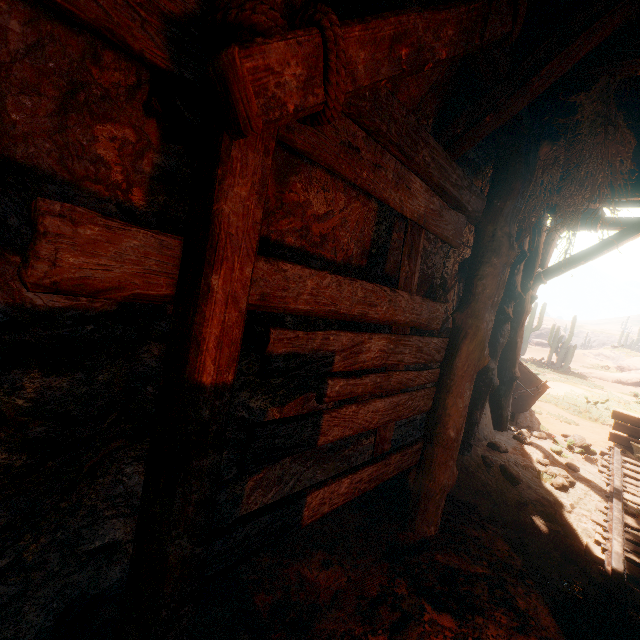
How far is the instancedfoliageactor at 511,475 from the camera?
4.4m

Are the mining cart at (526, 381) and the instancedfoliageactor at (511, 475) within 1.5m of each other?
no

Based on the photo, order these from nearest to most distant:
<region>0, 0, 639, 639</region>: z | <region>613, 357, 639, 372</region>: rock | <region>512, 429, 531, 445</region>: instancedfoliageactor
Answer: <region>0, 0, 639, 639</region>: z
<region>512, 429, 531, 445</region>: instancedfoliageactor
<region>613, 357, 639, 372</region>: rock

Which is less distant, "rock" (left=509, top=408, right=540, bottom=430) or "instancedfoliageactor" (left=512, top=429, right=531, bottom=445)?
"instancedfoliageactor" (left=512, top=429, right=531, bottom=445)

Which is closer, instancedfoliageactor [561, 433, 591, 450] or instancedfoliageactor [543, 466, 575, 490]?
instancedfoliageactor [543, 466, 575, 490]

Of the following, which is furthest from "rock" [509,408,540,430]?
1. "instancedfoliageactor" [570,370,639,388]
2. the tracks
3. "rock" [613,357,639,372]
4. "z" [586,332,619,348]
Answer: "z" [586,332,619,348]

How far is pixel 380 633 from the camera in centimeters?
213cm

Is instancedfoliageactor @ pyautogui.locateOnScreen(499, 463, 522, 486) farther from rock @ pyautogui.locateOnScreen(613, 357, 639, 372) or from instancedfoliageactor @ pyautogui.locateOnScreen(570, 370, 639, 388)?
rock @ pyautogui.locateOnScreen(613, 357, 639, 372)
